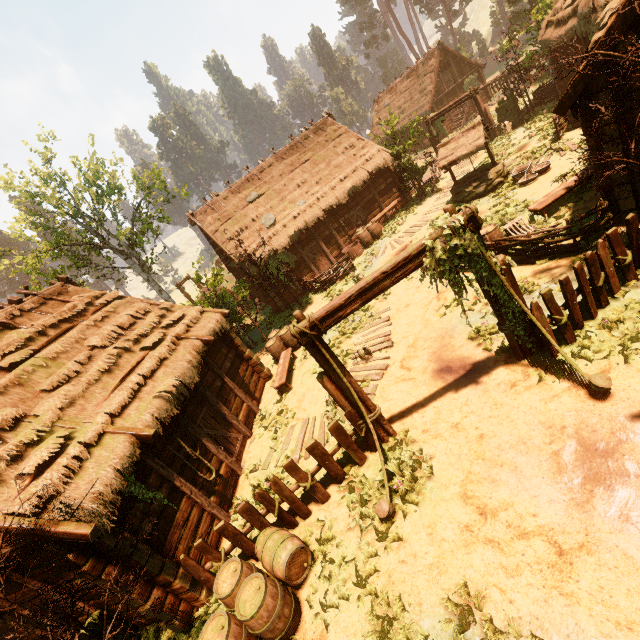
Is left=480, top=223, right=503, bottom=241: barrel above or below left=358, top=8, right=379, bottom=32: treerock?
below

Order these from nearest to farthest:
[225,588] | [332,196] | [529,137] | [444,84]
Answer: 1. [225,588]
2. [529,137]
3. [332,196]
4. [444,84]

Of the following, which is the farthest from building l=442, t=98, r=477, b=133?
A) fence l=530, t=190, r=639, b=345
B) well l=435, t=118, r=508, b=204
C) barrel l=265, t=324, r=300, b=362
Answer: well l=435, t=118, r=508, b=204

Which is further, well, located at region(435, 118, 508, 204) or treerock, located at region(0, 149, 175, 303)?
treerock, located at region(0, 149, 175, 303)

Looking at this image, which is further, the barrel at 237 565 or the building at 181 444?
the building at 181 444

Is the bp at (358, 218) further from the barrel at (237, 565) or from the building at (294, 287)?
the barrel at (237, 565)

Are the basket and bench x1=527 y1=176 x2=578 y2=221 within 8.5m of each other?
yes

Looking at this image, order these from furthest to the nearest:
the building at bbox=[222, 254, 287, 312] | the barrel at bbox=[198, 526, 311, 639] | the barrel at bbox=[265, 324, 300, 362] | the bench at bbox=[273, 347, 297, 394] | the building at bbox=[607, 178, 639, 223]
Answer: the building at bbox=[222, 254, 287, 312]
the barrel at bbox=[265, 324, 300, 362]
the bench at bbox=[273, 347, 297, 394]
the building at bbox=[607, 178, 639, 223]
the barrel at bbox=[198, 526, 311, 639]
